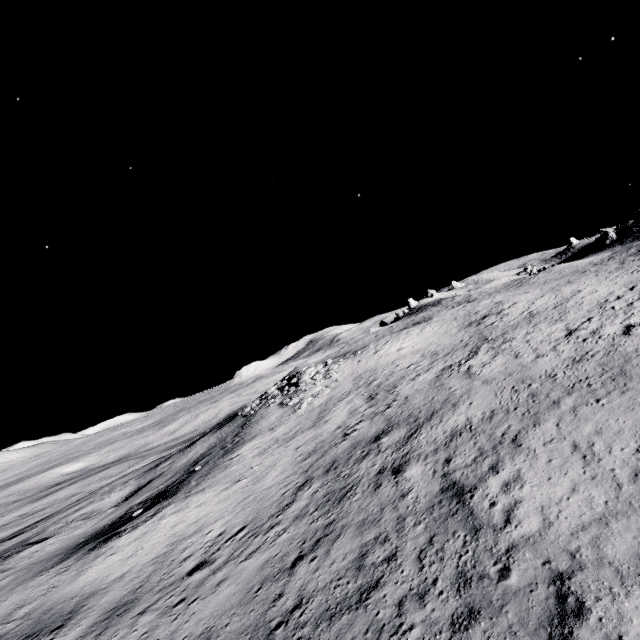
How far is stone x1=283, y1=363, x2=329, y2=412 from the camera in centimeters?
3188cm

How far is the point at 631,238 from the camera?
59.7m

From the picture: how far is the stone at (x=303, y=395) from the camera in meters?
31.9 m
